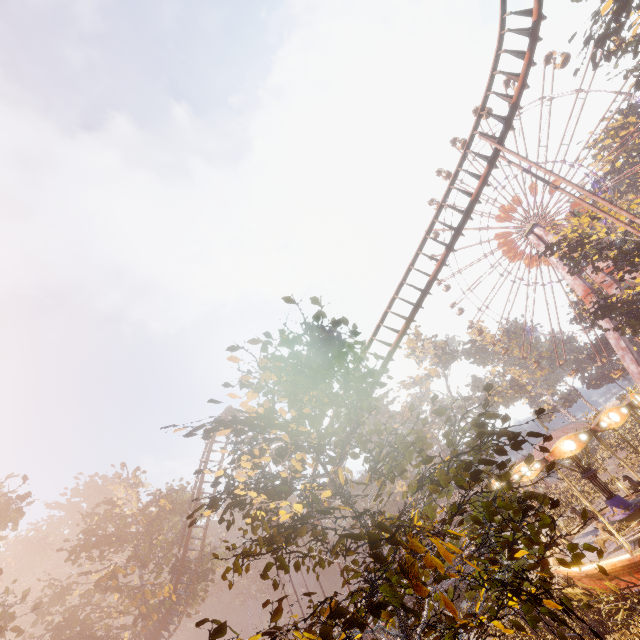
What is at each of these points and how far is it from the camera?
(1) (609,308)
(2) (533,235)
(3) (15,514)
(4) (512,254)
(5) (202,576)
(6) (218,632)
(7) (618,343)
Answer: (1) tree, 27.92m
(2) metal support, 46.44m
(3) tree, 18.34m
(4) ferris wheel, 51.19m
(5) tree, 28.98m
(6) instancedfoliageactor, 3.43m
(7) metal support, 39.00m

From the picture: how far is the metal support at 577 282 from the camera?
40.94m

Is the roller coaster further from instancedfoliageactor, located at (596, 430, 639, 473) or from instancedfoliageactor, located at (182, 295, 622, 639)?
instancedfoliageactor, located at (596, 430, 639, 473)

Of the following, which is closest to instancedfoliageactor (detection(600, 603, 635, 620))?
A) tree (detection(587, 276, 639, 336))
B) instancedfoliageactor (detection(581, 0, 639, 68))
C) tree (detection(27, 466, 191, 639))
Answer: instancedfoliageactor (detection(581, 0, 639, 68))

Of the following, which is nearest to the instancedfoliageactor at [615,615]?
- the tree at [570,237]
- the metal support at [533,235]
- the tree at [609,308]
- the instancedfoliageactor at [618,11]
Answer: the instancedfoliageactor at [618,11]

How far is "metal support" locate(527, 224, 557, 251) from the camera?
44.4m

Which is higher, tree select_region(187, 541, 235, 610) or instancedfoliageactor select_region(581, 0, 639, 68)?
instancedfoliageactor select_region(581, 0, 639, 68)

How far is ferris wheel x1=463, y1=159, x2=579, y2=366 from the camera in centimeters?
4603cm
